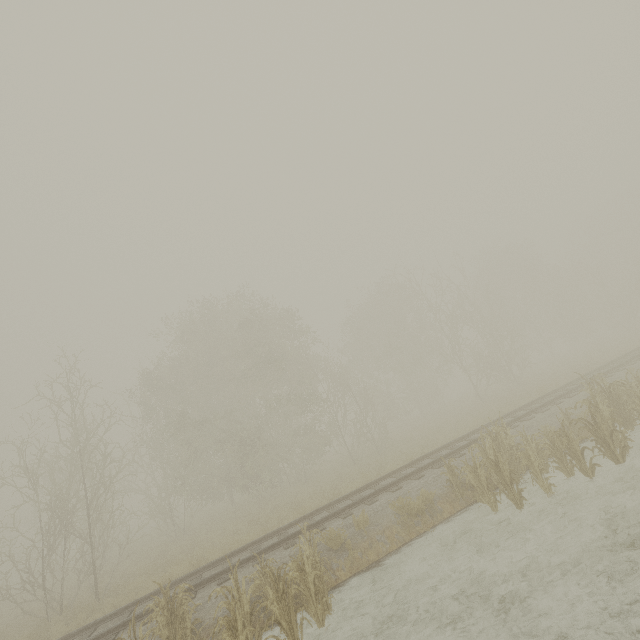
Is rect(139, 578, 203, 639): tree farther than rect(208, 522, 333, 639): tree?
Yes

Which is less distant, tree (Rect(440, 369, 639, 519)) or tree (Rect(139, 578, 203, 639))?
tree (Rect(139, 578, 203, 639))

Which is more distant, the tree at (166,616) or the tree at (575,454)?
the tree at (575,454)

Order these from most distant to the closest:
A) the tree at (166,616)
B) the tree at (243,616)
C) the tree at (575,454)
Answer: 1. the tree at (575,454)
2. the tree at (166,616)
3. the tree at (243,616)

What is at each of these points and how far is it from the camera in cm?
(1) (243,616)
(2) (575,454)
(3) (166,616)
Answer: (1) tree, 663
(2) tree, 830
(3) tree, 684

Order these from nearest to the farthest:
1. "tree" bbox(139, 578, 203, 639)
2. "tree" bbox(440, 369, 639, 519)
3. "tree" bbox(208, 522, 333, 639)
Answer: "tree" bbox(208, 522, 333, 639), "tree" bbox(139, 578, 203, 639), "tree" bbox(440, 369, 639, 519)
